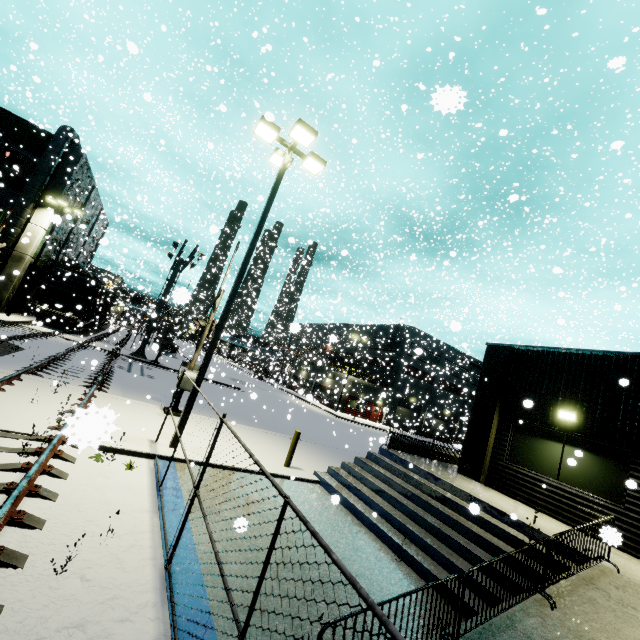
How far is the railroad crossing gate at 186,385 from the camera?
11.9 meters

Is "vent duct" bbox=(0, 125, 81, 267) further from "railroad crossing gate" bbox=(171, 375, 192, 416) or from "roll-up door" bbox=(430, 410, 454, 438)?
"railroad crossing gate" bbox=(171, 375, 192, 416)

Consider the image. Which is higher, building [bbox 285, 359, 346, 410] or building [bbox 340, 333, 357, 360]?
building [bbox 340, 333, 357, 360]

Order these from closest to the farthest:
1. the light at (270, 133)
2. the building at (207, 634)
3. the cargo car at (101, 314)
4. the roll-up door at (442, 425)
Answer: the building at (207, 634)
the light at (270, 133)
the cargo car at (101, 314)
the roll-up door at (442, 425)

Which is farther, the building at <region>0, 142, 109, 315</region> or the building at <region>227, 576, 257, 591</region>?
the building at <region>0, 142, 109, 315</region>

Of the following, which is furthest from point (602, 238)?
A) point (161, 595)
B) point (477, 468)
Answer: point (161, 595)

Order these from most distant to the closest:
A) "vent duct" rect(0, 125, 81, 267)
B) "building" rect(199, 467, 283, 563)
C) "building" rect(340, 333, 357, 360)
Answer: "building" rect(340, 333, 357, 360), "vent duct" rect(0, 125, 81, 267), "building" rect(199, 467, 283, 563)
